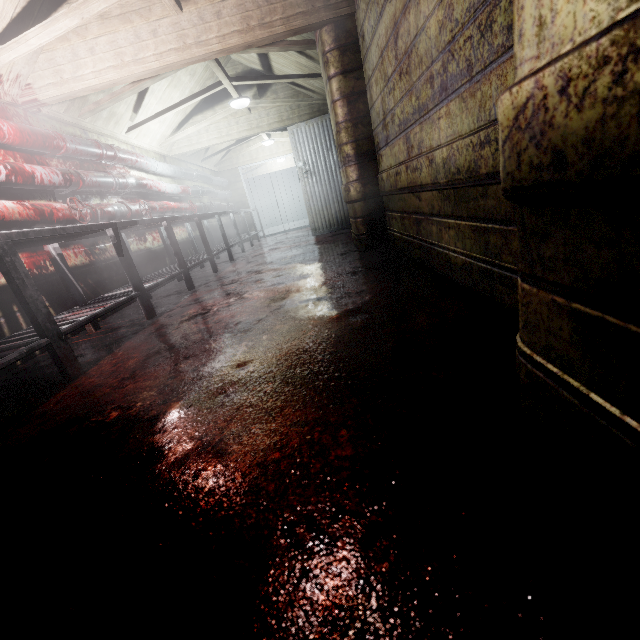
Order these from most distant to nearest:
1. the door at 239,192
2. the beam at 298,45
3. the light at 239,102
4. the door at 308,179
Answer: the door at 239,192
the door at 308,179
the light at 239,102
the beam at 298,45

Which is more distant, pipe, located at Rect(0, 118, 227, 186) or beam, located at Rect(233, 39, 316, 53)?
beam, located at Rect(233, 39, 316, 53)

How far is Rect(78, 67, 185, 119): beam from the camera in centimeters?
344cm

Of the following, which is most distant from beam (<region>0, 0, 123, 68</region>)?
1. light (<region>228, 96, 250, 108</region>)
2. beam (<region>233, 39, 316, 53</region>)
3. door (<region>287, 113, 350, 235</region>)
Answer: light (<region>228, 96, 250, 108</region>)

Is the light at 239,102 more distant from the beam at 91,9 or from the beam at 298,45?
the beam at 91,9

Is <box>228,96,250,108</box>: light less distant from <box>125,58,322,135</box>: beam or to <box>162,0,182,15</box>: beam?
<box>125,58,322,135</box>: beam

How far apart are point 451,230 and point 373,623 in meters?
1.7

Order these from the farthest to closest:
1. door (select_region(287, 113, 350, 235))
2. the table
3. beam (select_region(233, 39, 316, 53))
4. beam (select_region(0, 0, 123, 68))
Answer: door (select_region(287, 113, 350, 235))
beam (select_region(233, 39, 316, 53))
beam (select_region(0, 0, 123, 68))
the table
